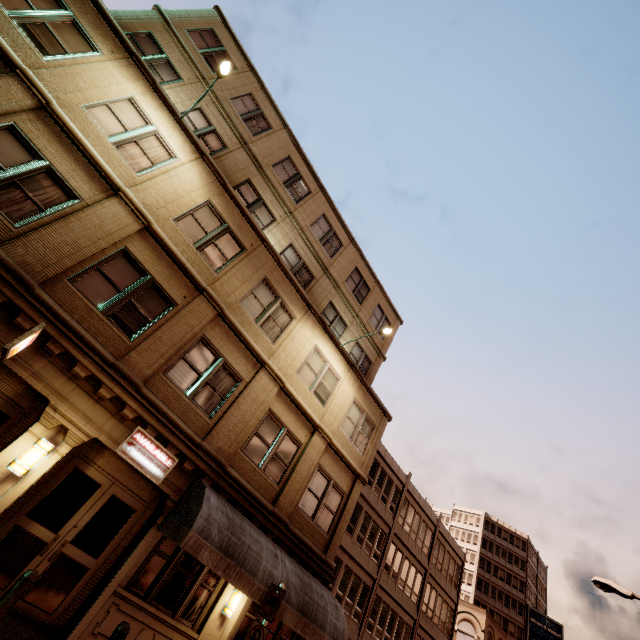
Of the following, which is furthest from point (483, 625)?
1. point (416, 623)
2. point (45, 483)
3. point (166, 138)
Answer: point (166, 138)

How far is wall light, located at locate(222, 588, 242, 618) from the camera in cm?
925

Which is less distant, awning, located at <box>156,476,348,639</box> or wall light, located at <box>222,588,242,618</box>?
awning, located at <box>156,476,348,639</box>

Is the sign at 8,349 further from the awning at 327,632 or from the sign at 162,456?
the awning at 327,632

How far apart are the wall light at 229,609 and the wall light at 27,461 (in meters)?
6.58

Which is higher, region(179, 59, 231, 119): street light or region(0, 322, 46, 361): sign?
region(179, 59, 231, 119): street light

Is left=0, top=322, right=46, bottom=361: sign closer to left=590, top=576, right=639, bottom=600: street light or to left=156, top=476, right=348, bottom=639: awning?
left=156, top=476, right=348, bottom=639: awning

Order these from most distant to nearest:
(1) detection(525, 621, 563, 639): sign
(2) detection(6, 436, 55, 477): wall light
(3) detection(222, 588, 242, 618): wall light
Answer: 1. (1) detection(525, 621, 563, 639): sign
2. (3) detection(222, 588, 242, 618): wall light
3. (2) detection(6, 436, 55, 477): wall light
